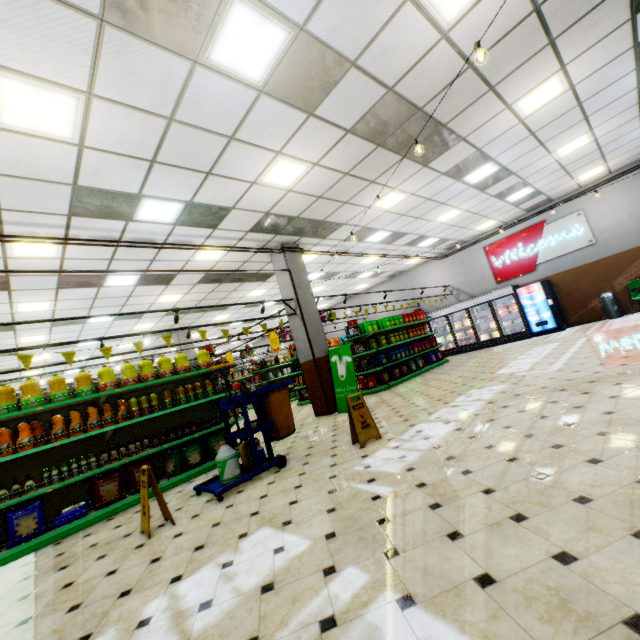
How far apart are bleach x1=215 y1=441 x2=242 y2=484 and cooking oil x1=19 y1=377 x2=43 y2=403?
2.87m

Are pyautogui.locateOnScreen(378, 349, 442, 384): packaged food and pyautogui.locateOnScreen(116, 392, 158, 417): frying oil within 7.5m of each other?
no

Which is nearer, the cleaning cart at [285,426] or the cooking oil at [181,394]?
the cleaning cart at [285,426]

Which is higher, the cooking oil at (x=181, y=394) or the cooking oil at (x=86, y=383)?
the cooking oil at (x=86, y=383)

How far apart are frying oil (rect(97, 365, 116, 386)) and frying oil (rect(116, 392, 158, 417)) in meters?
0.3

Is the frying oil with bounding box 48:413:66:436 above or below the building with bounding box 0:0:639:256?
below

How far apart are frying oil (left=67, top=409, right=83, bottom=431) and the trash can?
15.58m

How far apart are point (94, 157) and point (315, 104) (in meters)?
3.23
